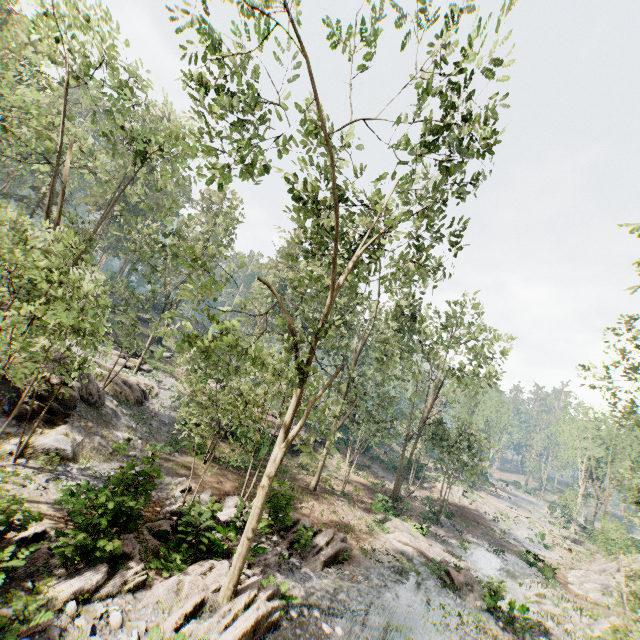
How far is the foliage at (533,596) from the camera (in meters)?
19.11

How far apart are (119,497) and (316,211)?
13.3m

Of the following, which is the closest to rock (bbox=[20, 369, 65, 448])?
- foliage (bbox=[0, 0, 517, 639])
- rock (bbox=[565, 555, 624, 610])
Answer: foliage (bbox=[0, 0, 517, 639])

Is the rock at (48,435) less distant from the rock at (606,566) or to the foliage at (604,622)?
the foliage at (604,622)

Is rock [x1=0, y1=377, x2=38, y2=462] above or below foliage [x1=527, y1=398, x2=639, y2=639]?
below

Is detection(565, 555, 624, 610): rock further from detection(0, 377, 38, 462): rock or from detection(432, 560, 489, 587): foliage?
detection(0, 377, 38, 462): rock

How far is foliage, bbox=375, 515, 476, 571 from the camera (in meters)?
20.64
